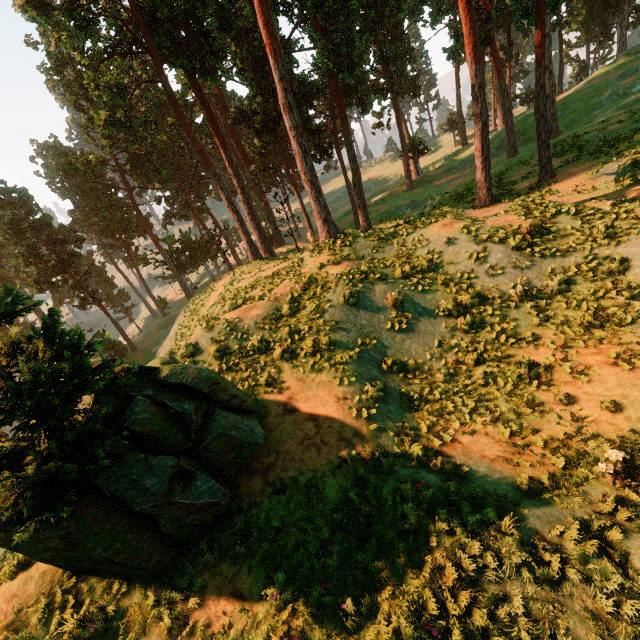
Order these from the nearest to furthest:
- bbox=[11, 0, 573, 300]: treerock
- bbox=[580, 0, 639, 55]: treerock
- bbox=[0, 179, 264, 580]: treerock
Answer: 1. bbox=[0, 179, 264, 580]: treerock
2. bbox=[11, 0, 573, 300]: treerock
3. bbox=[580, 0, 639, 55]: treerock

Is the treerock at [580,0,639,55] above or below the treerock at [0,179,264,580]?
above

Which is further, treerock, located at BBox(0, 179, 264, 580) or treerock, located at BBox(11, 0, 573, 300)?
treerock, located at BBox(11, 0, 573, 300)

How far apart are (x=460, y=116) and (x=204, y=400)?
63.87m

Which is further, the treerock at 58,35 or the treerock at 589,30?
the treerock at 589,30

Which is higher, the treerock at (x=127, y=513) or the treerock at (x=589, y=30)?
the treerock at (x=589, y=30)
